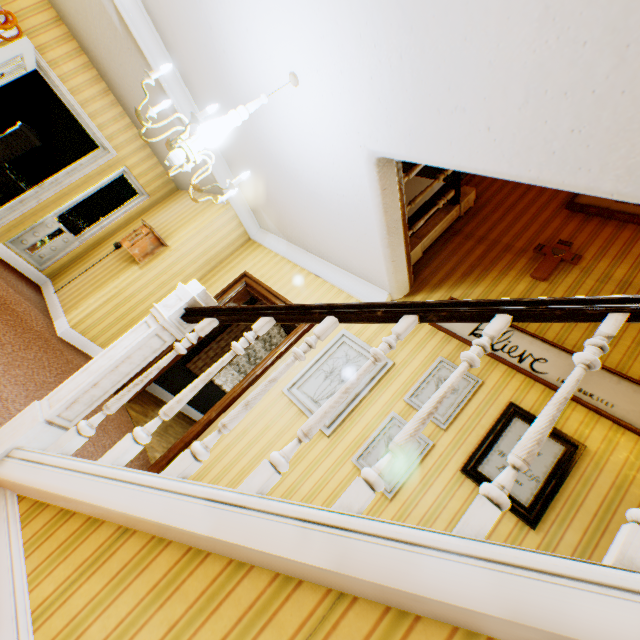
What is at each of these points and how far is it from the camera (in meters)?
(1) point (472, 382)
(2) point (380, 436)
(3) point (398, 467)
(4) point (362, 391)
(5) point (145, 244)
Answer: (1) picture frame, 2.96
(2) picture frame, 2.91
(3) picture frame, 2.73
(4) picture frame, 3.21
(5) electric box, 4.66

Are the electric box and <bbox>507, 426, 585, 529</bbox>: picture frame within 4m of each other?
no

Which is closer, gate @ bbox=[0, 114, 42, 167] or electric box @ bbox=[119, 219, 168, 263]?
electric box @ bbox=[119, 219, 168, 263]

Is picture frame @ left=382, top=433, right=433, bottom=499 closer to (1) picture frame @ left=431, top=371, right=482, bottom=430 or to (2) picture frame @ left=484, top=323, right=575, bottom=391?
(1) picture frame @ left=431, top=371, right=482, bottom=430

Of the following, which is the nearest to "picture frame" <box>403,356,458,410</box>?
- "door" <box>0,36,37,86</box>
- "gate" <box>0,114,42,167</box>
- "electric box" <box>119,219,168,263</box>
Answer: "electric box" <box>119,219,168,263</box>

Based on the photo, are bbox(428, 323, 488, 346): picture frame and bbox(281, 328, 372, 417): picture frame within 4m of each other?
yes

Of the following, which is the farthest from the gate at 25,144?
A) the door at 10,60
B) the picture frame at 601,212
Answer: the picture frame at 601,212

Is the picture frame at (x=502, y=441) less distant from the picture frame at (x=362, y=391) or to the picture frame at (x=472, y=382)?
the picture frame at (x=472, y=382)
